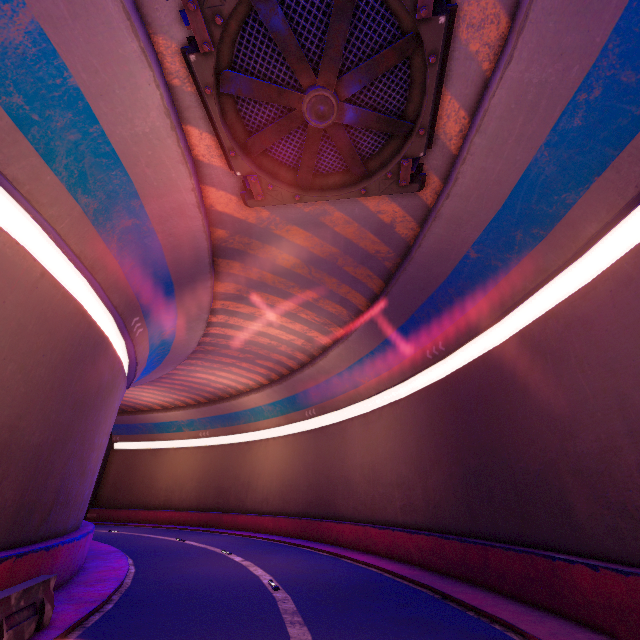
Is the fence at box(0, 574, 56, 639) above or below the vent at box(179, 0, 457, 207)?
below

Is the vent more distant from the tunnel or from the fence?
the fence

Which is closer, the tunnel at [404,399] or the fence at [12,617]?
the fence at [12,617]

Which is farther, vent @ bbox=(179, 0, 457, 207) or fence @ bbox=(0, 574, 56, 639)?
vent @ bbox=(179, 0, 457, 207)

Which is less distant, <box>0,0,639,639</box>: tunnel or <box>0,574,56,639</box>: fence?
<box>0,574,56,639</box>: fence

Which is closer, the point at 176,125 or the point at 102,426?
the point at 176,125

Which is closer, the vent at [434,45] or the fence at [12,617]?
the fence at [12,617]
